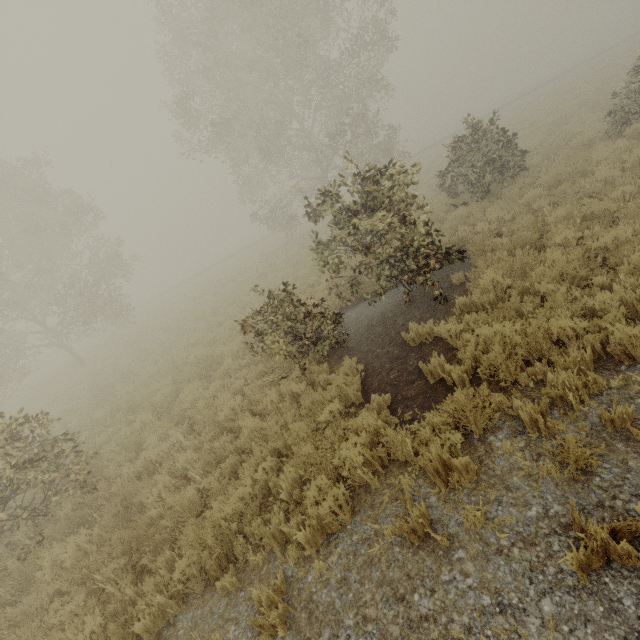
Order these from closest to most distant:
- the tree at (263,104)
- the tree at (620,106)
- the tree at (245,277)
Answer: the tree at (263,104), the tree at (620,106), the tree at (245,277)

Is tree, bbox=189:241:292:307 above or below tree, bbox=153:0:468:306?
below

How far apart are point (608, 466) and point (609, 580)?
1.0m

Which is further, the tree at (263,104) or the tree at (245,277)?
the tree at (245,277)

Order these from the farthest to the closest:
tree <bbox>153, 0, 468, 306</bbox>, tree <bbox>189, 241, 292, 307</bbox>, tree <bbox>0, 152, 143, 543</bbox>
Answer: tree <bbox>189, 241, 292, 307</bbox> → tree <bbox>153, 0, 468, 306</bbox> → tree <bbox>0, 152, 143, 543</bbox>

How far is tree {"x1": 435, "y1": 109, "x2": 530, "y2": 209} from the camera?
10.7 meters

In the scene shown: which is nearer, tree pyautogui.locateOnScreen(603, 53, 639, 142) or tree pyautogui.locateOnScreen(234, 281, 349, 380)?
tree pyautogui.locateOnScreen(234, 281, 349, 380)
